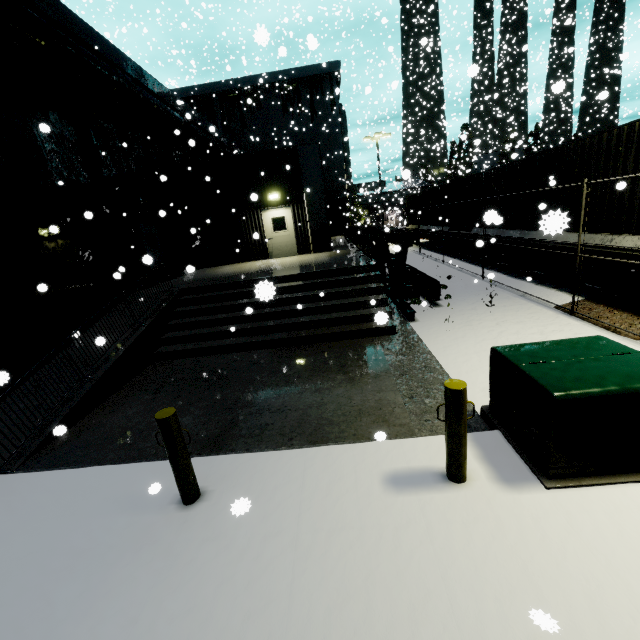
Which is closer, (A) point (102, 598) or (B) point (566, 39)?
(A) point (102, 598)

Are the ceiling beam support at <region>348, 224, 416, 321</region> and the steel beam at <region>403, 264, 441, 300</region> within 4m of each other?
yes

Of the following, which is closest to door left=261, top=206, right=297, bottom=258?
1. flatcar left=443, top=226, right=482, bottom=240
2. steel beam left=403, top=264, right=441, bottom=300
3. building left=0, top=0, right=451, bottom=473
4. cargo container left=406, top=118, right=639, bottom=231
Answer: building left=0, top=0, right=451, bottom=473

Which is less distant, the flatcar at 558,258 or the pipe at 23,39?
the pipe at 23,39

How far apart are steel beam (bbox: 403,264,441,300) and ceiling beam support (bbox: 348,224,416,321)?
0.8m

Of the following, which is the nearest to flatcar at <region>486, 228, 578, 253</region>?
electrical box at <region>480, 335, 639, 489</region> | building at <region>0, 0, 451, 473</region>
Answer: building at <region>0, 0, 451, 473</region>

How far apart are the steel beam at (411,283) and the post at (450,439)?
7.2m

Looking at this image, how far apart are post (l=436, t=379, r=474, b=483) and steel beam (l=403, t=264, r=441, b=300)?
7.23m
